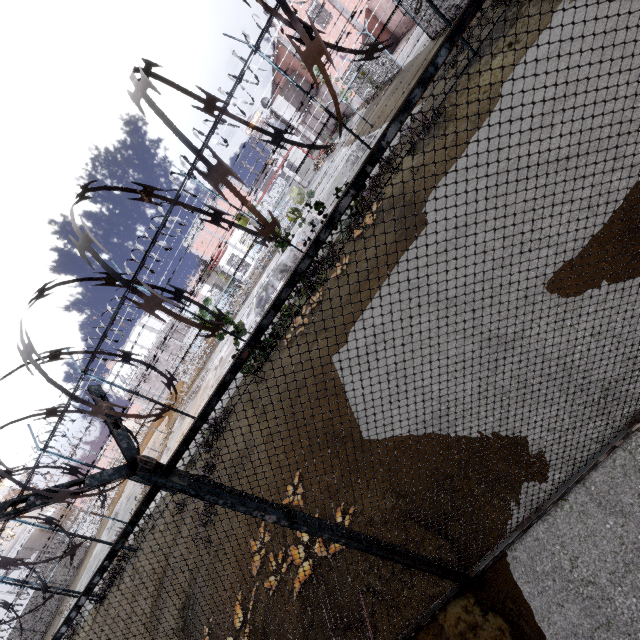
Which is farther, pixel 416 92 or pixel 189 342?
pixel 189 342
